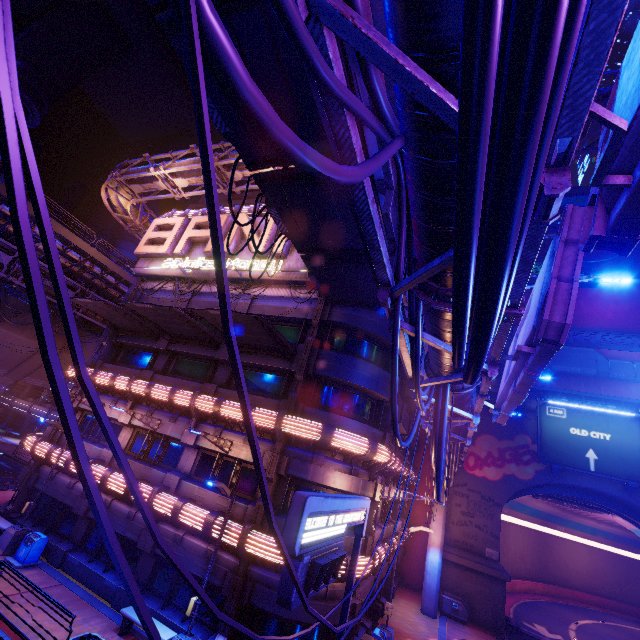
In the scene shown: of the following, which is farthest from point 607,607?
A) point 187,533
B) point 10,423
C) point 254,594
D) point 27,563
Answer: point 10,423

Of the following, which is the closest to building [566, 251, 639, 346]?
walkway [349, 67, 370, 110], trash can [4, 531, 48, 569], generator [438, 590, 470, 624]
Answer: walkway [349, 67, 370, 110]

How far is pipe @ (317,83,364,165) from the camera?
3.0 meters

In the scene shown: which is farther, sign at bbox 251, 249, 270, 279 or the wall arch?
the wall arch

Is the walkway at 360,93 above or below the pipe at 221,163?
below

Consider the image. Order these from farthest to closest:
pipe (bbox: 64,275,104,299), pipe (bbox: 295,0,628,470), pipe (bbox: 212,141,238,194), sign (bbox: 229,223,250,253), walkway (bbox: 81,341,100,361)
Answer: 1. walkway (bbox: 81,341,100,361)
2. pipe (bbox: 64,275,104,299)
3. pipe (bbox: 212,141,238,194)
4. sign (bbox: 229,223,250,253)
5. pipe (bbox: 295,0,628,470)

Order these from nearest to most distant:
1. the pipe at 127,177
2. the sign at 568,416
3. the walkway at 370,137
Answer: the walkway at 370,137, the pipe at 127,177, the sign at 568,416

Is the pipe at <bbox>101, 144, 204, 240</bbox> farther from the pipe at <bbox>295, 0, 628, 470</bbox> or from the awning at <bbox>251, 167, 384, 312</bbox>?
the pipe at <bbox>295, 0, 628, 470</bbox>
